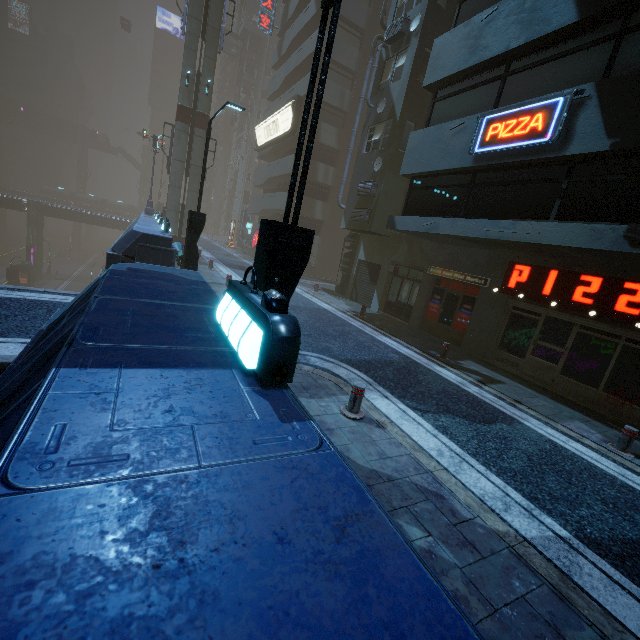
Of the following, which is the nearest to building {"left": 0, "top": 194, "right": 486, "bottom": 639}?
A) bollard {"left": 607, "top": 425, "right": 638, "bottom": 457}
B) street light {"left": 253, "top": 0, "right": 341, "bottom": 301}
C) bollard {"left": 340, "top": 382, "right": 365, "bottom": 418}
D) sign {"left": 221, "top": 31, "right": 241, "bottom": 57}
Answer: sign {"left": 221, "top": 31, "right": 241, "bottom": 57}

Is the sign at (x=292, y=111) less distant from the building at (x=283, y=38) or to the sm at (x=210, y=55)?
the building at (x=283, y=38)

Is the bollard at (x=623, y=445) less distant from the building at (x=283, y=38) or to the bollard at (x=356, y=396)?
the building at (x=283, y=38)

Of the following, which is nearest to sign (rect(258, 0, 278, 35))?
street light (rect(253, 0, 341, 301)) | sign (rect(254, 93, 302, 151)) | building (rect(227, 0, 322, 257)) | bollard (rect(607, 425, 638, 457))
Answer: building (rect(227, 0, 322, 257))

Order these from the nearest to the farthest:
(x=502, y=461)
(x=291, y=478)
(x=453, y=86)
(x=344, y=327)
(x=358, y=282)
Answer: (x=291, y=478), (x=502, y=461), (x=453, y=86), (x=344, y=327), (x=358, y=282)

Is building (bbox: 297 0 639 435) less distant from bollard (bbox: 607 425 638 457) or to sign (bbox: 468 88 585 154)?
sign (bbox: 468 88 585 154)

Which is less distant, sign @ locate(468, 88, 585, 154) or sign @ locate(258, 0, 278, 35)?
sign @ locate(468, 88, 585, 154)

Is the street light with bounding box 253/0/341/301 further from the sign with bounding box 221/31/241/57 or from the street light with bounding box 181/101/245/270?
the sign with bounding box 221/31/241/57
